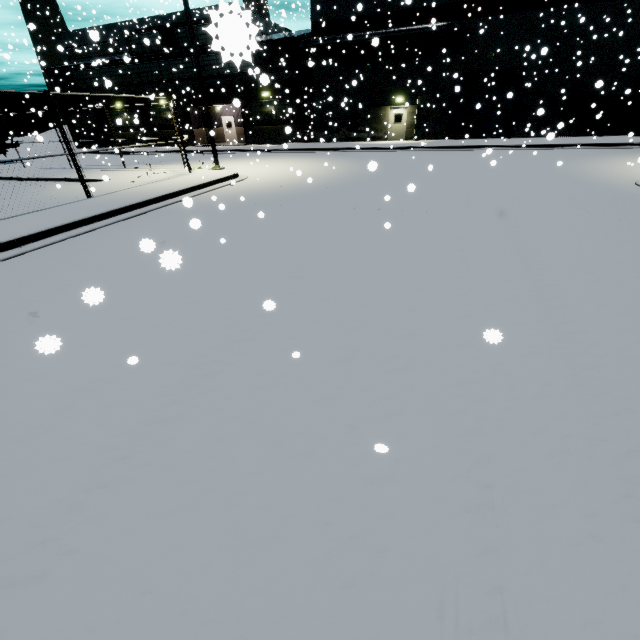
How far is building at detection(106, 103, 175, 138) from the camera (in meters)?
33.39

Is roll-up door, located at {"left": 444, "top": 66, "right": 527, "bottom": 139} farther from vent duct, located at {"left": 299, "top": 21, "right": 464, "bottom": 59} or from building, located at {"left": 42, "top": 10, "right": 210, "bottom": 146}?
vent duct, located at {"left": 299, "top": 21, "right": 464, "bottom": 59}

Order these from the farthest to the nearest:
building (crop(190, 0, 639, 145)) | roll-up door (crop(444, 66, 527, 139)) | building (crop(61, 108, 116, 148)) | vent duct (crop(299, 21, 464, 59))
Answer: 1. building (crop(61, 108, 116, 148))
2. roll-up door (crop(444, 66, 527, 139))
3. vent duct (crop(299, 21, 464, 59))
4. building (crop(190, 0, 639, 145))

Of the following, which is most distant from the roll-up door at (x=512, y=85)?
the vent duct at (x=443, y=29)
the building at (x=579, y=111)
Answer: the vent duct at (x=443, y=29)

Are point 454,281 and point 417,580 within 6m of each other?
yes

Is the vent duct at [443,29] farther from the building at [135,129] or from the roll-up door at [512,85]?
the roll-up door at [512,85]
